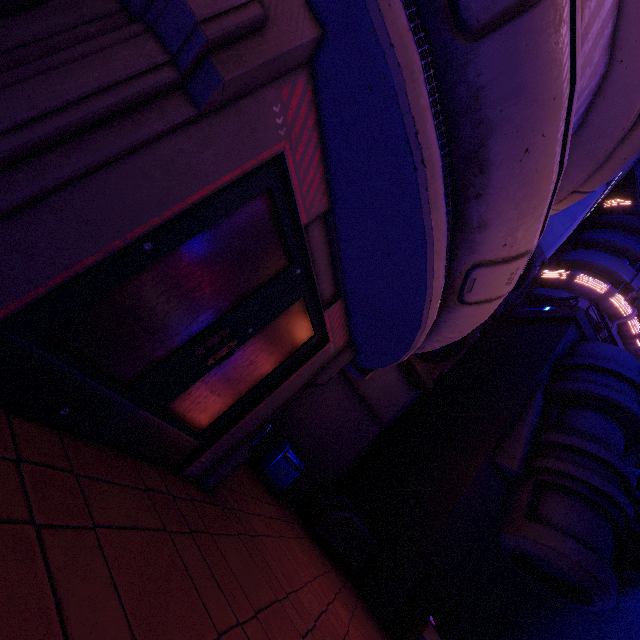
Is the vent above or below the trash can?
above

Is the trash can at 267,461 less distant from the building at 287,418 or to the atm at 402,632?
the building at 287,418

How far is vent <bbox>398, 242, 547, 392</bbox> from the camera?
11.4 meters

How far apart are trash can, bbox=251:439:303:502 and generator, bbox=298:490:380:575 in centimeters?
109cm

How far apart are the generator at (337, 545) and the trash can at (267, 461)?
1.09m

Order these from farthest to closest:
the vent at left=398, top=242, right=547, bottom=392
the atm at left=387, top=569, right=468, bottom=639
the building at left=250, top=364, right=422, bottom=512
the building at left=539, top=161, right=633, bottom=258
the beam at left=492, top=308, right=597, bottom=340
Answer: the building at left=539, top=161, right=633, bottom=258 < the beam at left=492, top=308, right=597, bottom=340 < the vent at left=398, top=242, right=547, bottom=392 < the building at left=250, top=364, right=422, bottom=512 < the atm at left=387, top=569, right=468, bottom=639

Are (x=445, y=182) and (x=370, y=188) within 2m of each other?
yes

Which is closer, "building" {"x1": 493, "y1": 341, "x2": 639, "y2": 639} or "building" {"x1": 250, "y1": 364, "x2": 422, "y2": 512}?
A: "building" {"x1": 493, "y1": 341, "x2": 639, "y2": 639}
